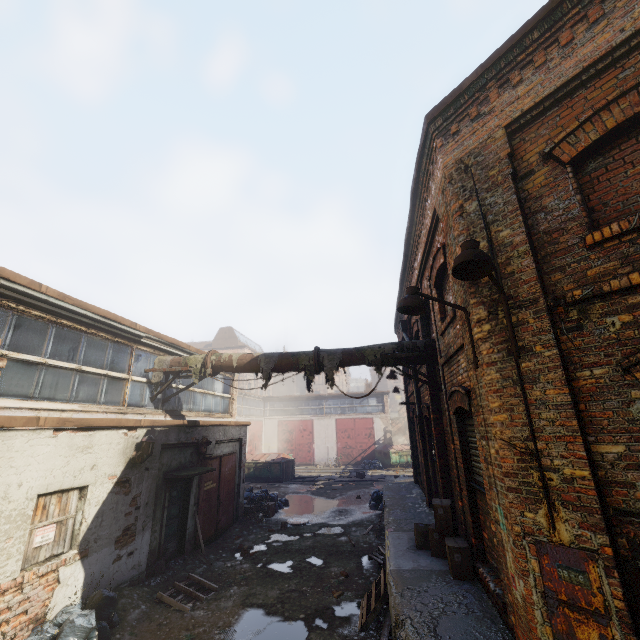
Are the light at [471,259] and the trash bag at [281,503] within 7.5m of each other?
no

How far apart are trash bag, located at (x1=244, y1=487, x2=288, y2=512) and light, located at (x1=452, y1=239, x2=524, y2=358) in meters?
14.1 m

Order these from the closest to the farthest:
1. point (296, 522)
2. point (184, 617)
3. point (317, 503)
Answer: point (184, 617), point (296, 522), point (317, 503)

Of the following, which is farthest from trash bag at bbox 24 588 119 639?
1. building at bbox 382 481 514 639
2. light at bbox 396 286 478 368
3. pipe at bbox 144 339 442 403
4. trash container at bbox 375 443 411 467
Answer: trash container at bbox 375 443 411 467

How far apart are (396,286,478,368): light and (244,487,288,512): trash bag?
13.24m

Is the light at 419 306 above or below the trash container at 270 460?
above

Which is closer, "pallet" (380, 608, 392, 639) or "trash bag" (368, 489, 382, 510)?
"pallet" (380, 608, 392, 639)

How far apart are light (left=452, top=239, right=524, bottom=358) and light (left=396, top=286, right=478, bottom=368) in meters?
0.5 m
